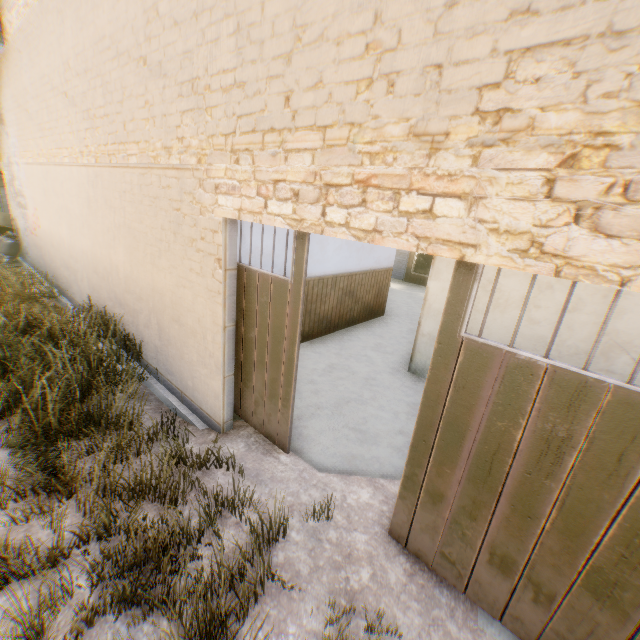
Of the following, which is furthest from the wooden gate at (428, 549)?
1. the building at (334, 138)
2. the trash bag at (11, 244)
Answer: the trash bag at (11, 244)

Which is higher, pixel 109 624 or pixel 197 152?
pixel 197 152

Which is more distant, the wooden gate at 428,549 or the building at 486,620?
the building at 486,620

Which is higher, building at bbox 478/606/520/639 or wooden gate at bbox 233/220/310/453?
wooden gate at bbox 233/220/310/453

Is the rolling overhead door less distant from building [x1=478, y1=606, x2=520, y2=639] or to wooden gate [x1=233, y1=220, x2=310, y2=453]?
building [x1=478, y1=606, x2=520, y2=639]

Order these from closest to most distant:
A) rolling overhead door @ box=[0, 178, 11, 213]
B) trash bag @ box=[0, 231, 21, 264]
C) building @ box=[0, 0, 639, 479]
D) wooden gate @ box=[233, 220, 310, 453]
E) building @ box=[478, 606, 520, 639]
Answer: building @ box=[0, 0, 639, 479]
building @ box=[478, 606, 520, 639]
wooden gate @ box=[233, 220, 310, 453]
trash bag @ box=[0, 231, 21, 264]
rolling overhead door @ box=[0, 178, 11, 213]

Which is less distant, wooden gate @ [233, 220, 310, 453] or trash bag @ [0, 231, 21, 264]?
wooden gate @ [233, 220, 310, 453]

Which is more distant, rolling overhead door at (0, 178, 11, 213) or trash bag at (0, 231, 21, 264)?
rolling overhead door at (0, 178, 11, 213)
